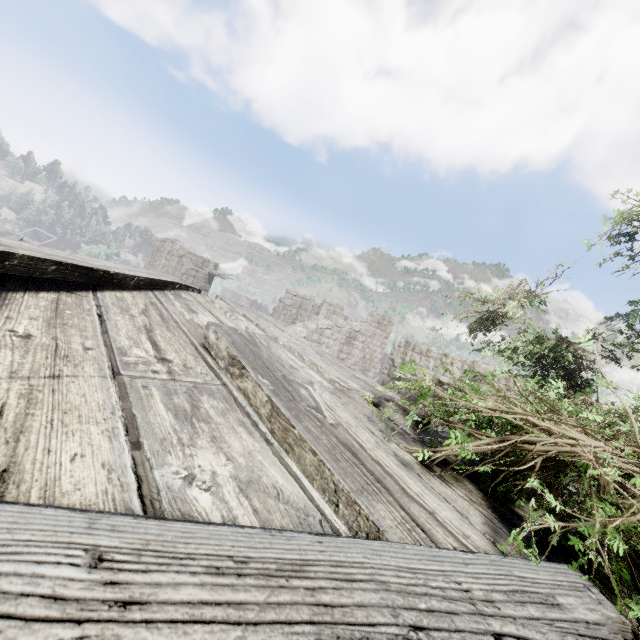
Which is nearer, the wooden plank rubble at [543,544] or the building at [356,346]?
the wooden plank rubble at [543,544]

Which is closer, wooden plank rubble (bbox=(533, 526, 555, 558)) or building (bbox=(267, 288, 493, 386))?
wooden plank rubble (bbox=(533, 526, 555, 558))

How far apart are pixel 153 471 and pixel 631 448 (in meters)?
3.43

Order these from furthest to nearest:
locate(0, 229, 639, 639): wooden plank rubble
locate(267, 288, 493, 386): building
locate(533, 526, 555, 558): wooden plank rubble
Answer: locate(267, 288, 493, 386): building
locate(533, 526, 555, 558): wooden plank rubble
locate(0, 229, 639, 639): wooden plank rubble

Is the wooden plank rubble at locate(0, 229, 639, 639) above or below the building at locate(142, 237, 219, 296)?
below

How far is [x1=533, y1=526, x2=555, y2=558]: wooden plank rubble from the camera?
1.5 meters
